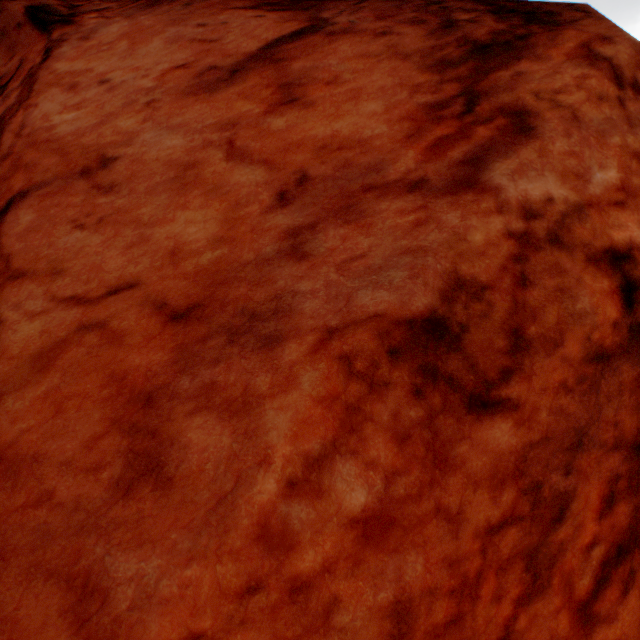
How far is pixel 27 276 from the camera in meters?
2.2
